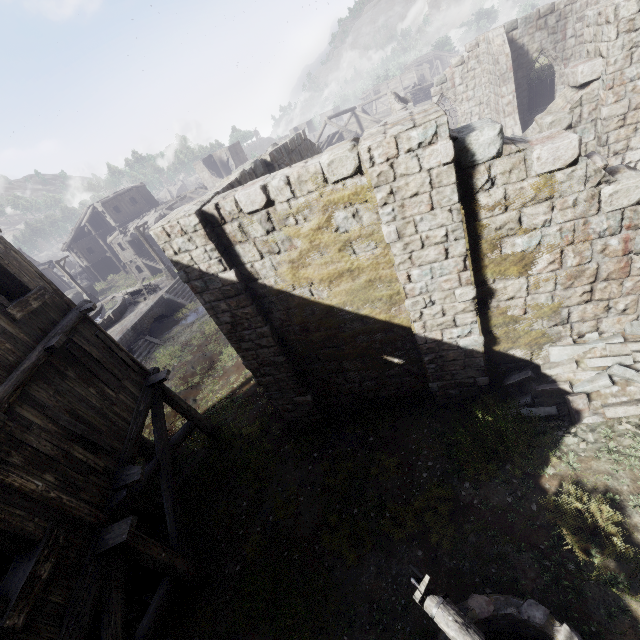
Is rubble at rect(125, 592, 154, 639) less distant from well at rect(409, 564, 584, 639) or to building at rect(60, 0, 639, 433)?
building at rect(60, 0, 639, 433)

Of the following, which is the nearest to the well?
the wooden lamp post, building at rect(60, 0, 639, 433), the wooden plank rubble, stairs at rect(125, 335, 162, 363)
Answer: building at rect(60, 0, 639, 433)

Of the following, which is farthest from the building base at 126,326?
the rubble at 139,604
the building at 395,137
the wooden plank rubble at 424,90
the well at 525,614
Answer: the wooden plank rubble at 424,90

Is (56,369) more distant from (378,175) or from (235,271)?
(378,175)

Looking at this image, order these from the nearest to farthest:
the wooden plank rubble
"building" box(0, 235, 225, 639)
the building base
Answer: "building" box(0, 235, 225, 639)
the building base
the wooden plank rubble

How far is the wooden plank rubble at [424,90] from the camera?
42.72m

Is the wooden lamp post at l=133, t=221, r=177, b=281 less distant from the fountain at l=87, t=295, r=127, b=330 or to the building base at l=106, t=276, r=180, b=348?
the building base at l=106, t=276, r=180, b=348

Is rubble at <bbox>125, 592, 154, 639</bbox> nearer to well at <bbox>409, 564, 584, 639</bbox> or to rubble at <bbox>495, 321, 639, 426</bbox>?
well at <bbox>409, 564, 584, 639</bbox>
